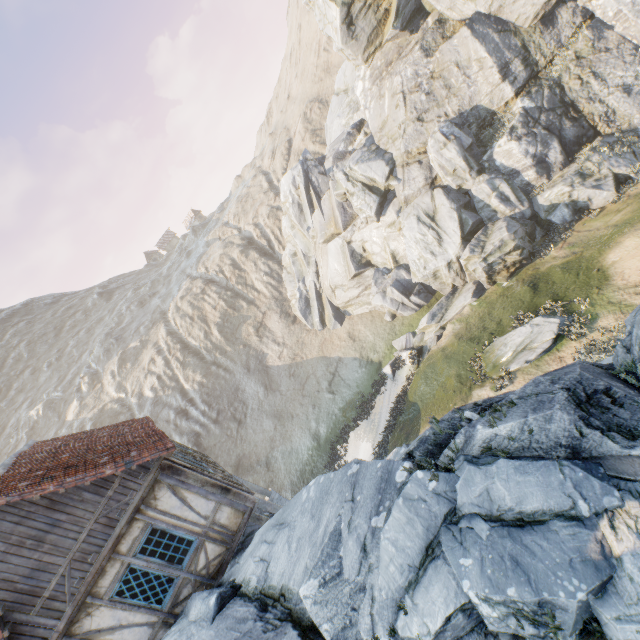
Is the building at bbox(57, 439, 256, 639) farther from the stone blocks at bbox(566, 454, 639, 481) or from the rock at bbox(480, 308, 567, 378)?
the stone blocks at bbox(566, 454, 639, 481)

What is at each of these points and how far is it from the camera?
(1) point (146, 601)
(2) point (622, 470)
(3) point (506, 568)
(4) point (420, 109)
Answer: (1) building, 7.65m
(2) stone blocks, 3.80m
(3) rock, 3.82m
(4) rock, 21.77m

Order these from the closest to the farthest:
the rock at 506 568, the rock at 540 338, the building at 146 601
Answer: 1. the rock at 506 568
2. the building at 146 601
3. the rock at 540 338

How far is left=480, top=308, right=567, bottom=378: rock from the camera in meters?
13.5 m

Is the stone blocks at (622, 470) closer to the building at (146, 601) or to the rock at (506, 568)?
the rock at (506, 568)

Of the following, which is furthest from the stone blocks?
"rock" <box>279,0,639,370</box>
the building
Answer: the building

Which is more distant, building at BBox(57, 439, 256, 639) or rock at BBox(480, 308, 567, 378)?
rock at BBox(480, 308, 567, 378)

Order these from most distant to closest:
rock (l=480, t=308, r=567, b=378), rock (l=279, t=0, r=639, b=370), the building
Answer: rock (l=279, t=0, r=639, b=370) → rock (l=480, t=308, r=567, b=378) → the building
